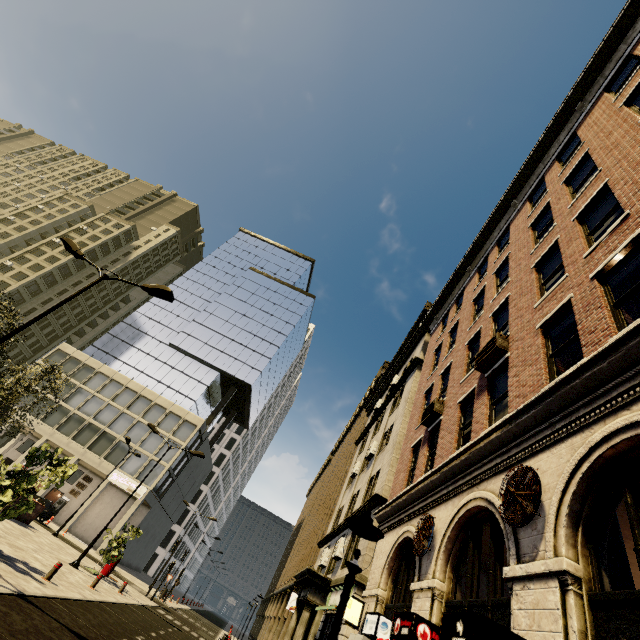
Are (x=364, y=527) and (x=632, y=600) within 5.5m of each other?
yes

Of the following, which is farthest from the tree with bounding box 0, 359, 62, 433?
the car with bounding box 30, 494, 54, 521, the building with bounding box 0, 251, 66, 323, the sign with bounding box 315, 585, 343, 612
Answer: the sign with bounding box 315, 585, 343, 612

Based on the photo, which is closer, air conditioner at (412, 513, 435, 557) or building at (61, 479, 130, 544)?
air conditioner at (412, 513, 435, 557)

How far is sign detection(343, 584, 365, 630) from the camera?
10.22m

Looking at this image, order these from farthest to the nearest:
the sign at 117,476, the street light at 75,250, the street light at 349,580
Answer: the sign at 117,476, the street light at 75,250, the street light at 349,580

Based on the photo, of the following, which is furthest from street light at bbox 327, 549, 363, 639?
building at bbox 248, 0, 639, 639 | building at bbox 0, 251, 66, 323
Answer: building at bbox 0, 251, 66, 323

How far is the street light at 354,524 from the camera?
2.8 meters

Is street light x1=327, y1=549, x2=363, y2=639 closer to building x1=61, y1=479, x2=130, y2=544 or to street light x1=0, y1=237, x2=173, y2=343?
building x1=61, y1=479, x2=130, y2=544
